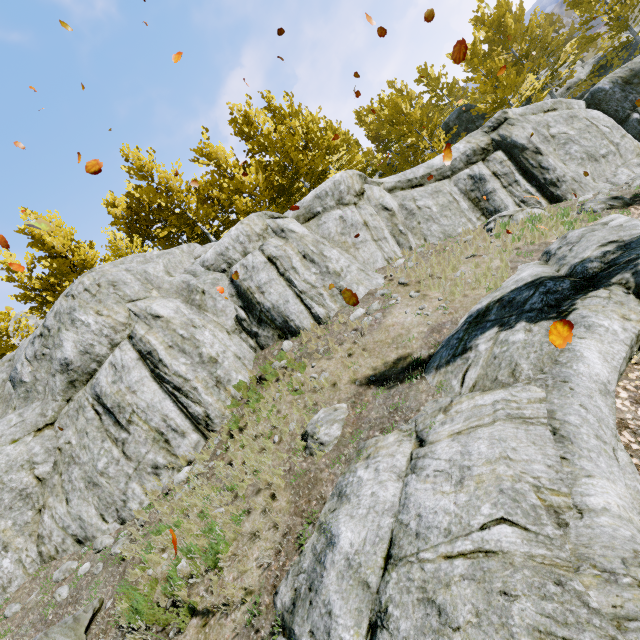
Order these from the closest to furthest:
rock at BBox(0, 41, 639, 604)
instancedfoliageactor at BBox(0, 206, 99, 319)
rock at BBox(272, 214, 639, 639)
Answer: rock at BBox(272, 214, 639, 639)
rock at BBox(0, 41, 639, 604)
instancedfoliageactor at BBox(0, 206, 99, 319)

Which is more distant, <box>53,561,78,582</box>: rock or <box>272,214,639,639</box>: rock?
<box>53,561,78,582</box>: rock

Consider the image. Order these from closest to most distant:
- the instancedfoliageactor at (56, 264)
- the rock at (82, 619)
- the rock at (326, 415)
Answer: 1. the rock at (82, 619)
2. the rock at (326, 415)
3. the instancedfoliageactor at (56, 264)

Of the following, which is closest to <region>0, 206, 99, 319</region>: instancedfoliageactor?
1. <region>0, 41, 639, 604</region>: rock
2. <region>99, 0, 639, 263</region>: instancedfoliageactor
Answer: <region>0, 41, 639, 604</region>: rock

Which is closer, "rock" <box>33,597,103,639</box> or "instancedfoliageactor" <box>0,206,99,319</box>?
"rock" <box>33,597,103,639</box>

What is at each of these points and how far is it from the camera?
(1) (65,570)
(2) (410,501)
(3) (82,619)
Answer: (1) rock, 8.1m
(2) rock, 4.3m
(3) rock, 6.3m

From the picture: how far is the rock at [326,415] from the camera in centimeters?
657cm
